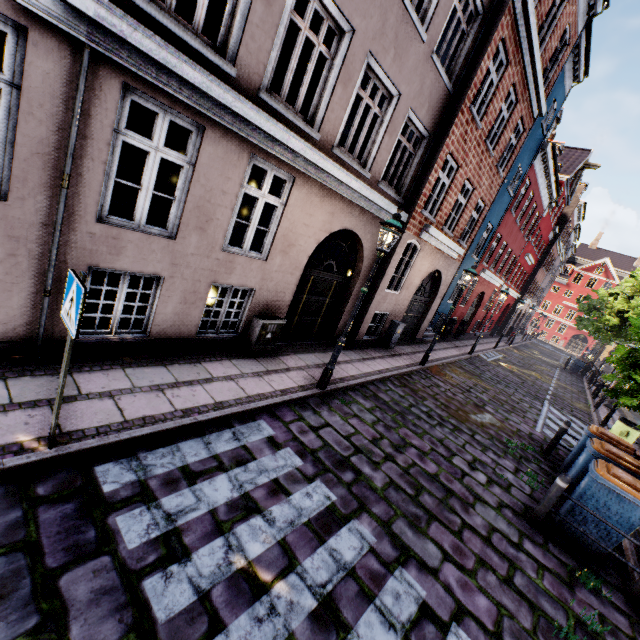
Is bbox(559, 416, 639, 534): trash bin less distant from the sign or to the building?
the building

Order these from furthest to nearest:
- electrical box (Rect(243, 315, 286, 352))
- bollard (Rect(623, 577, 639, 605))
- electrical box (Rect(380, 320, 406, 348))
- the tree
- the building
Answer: electrical box (Rect(380, 320, 406, 348)) < the tree < electrical box (Rect(243, 315, 286, 352)) < bollard (Rect(623, 577, 639, 605)) < the building

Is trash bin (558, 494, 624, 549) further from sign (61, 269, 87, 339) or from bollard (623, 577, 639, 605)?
sign (61, 269, 87, 339)

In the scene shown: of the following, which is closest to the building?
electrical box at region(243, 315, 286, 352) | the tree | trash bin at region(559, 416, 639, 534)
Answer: electrical box at region(243, 315, 286, 352)

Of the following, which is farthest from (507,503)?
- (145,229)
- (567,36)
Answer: (567,36)

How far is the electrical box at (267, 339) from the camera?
7.2m

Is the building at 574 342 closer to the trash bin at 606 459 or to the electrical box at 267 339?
the electrical box at 267 339

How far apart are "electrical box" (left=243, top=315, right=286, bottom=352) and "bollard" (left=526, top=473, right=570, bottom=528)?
5.9 meters
